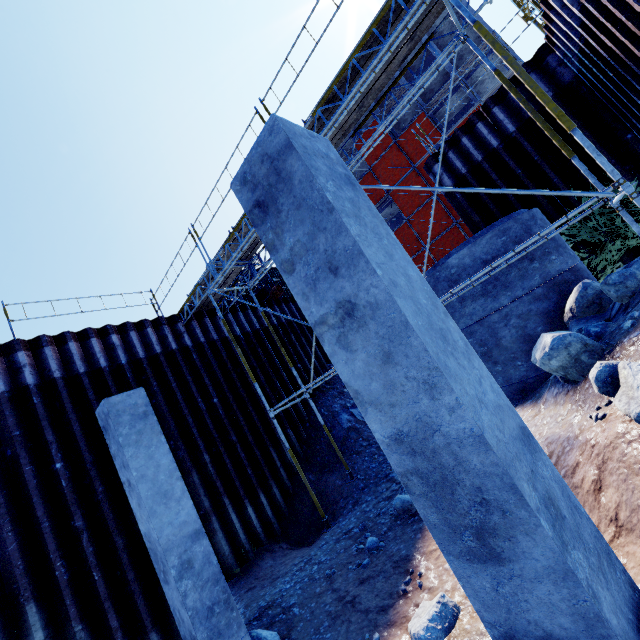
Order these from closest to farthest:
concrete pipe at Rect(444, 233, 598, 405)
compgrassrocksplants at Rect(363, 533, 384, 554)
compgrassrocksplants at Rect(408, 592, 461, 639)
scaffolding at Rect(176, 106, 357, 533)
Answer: compgrassrocksplants at Rect(408, 592, 461, 639), compgrassrocksplants at Rect(363, 533, 384, 554), concrete pipe at Rect(444, 233, 598, 405), scaffolding at Rect(176, 106, 357, 533)

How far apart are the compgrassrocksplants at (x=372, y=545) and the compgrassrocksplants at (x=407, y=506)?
0.6m

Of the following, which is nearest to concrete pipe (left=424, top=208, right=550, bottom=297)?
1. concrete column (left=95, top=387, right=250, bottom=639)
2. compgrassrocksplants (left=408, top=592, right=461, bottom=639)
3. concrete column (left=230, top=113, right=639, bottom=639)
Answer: compgrassrocksplants (left=408, top=592, right=461, bottom=639)

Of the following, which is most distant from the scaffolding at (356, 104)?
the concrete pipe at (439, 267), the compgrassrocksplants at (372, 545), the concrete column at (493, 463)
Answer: the concrete column at (493, 463)

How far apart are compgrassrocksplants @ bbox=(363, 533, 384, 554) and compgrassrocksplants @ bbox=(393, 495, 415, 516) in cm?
61

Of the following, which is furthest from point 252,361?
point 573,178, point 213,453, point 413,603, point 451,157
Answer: point 573,178

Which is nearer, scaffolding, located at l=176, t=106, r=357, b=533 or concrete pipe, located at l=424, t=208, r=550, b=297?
concrete pipe, located at l=424, t=208, r=550, b=297

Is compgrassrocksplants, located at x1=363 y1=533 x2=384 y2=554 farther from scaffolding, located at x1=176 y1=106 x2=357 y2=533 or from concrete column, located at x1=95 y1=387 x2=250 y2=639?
concrete column, located at x1=95 y1=387 x2=250 y2=639
